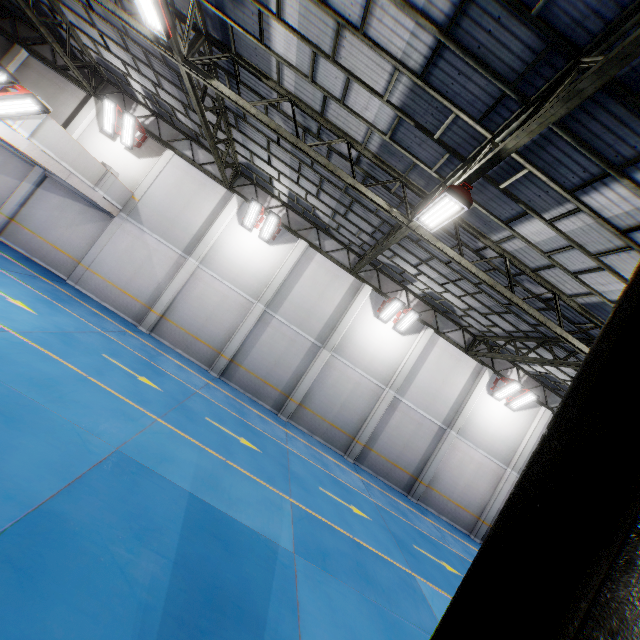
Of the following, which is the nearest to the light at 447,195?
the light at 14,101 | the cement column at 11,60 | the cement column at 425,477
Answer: the light at 14,101

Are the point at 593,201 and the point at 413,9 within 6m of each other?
yes

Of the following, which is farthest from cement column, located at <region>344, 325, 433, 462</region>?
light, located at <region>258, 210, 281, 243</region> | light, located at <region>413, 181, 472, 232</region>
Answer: light, located at <region>413, 181, 472, 232</region>

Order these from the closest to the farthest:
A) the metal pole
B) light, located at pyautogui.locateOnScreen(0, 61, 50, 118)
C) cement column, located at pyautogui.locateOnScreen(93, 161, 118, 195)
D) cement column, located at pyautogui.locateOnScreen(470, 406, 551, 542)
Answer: the metal pole, light, located at pyautogui.locateOnScreen(0, 61, 50, 118), cement column, located at pyautogui.locateOnScreen(93, 161, 118, 195), cement column, located at pyautogui.locateOnScreen(470, 406, 551, 542)

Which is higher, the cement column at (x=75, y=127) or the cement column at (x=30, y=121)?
the cement column at (x=75, y=127)

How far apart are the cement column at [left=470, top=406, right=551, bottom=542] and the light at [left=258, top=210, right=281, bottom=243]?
17.0 meters

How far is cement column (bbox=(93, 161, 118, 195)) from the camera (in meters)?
13.26

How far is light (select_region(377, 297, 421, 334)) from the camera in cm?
1580
